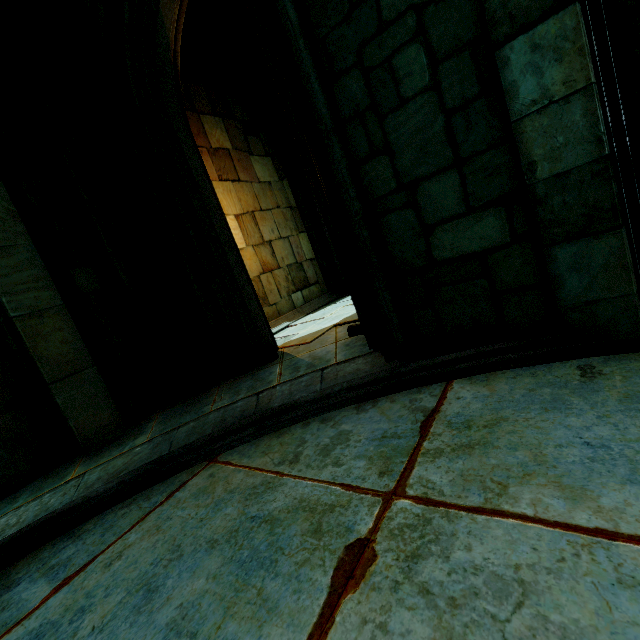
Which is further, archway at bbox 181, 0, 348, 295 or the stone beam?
archway at bbox 181, 0, 348, 295

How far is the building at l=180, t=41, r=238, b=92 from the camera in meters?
7.6 m

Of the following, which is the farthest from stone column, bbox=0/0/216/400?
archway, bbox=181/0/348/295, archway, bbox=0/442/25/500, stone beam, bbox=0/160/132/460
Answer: archway, bbox=0/442/25/500

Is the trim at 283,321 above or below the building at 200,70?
below

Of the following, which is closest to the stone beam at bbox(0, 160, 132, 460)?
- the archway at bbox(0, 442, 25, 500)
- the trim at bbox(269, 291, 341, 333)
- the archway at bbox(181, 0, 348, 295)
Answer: the archway at bbox(0, 442, 25, 500)

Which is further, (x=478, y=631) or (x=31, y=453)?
(x=31, y=453)

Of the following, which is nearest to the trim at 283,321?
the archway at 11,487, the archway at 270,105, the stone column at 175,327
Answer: the archway at 270,105

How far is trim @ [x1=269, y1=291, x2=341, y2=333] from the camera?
7.4 meters
